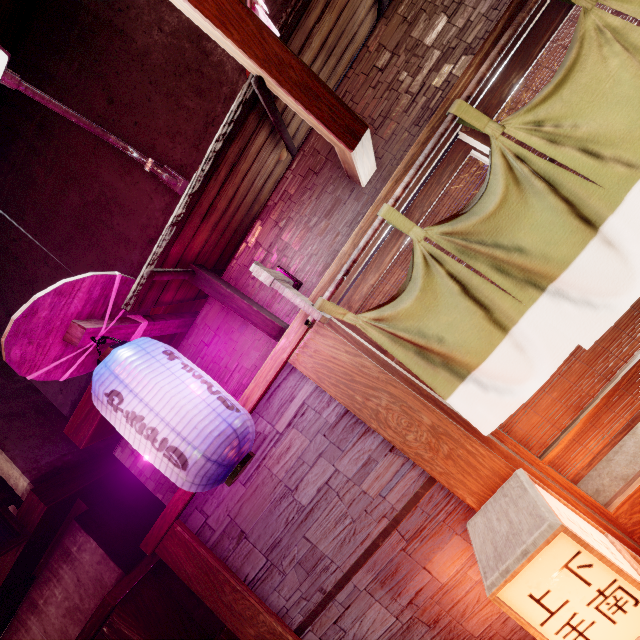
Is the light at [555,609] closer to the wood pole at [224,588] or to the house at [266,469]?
the house at [266,469]

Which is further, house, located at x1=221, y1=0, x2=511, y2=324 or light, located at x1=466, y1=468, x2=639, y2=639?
house, located at x1=221, y1=0, x2=511, y2=324

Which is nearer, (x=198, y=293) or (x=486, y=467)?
(x=486, y=467)

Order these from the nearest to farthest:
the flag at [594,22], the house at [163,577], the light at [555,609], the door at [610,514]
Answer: the light at [555,609], the flag at [594,22], the door at [610,514], the house at [163,577]

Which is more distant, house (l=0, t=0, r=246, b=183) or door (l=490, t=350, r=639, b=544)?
house (l=0, t=0, r=246, b=183)

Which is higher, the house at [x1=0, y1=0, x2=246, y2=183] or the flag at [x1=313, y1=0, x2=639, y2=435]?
the house at [x1=0, y1=0, x2=246, y2=183]

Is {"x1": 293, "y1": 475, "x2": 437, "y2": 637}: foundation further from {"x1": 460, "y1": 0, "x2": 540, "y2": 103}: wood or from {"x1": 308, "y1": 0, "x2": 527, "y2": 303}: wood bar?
{"x1": 460, "y1": 0, "x2": 540, "y2": 103}: wood

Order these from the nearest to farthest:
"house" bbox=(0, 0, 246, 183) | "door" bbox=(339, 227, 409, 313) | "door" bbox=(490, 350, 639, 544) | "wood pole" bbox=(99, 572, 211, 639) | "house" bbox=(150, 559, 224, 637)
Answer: "door" bbox=(490, 350, 639, 544), "door" bbox=(339, 227, 409, 313), "house" bbox=(0, 0, 246, 183), "wood pole" bbox=(99, 572, 211, 639), "house" bbox=(150, 559, 224, 637)
